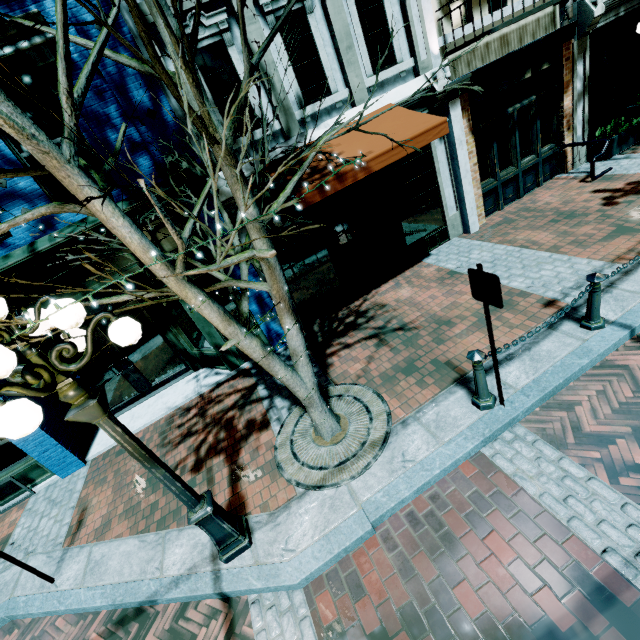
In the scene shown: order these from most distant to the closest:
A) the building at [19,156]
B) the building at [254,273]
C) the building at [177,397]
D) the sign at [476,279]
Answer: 1. the building at [177,397]
2. the building at [254,273]
3. the building at [19,156]
4. the sign at [476,279]

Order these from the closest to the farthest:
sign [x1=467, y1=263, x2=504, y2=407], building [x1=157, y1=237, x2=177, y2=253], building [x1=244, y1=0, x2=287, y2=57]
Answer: sign [x1=467, y1=263, x2=504, y2=407] → building [x1=244, y1=0, x2=287, y2=57] → building [x1=157, y1=237, x2=177, y2=253]

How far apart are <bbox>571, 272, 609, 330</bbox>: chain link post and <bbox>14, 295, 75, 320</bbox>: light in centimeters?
522cm

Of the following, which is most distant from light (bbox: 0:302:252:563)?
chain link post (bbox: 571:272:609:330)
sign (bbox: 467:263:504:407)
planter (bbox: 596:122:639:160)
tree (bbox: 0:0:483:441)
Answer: planter (bbox: 596:122:639:160)

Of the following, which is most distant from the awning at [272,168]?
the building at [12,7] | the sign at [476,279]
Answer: the sign at [476,279]

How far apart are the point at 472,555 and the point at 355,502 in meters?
1.3

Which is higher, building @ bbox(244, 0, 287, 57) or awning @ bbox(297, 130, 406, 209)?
building @ bbox(244, 0, 287, 57)

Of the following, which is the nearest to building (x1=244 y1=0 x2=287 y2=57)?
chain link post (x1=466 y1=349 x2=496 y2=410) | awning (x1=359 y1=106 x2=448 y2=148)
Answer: awning (x1=359 y1=106 x2=448 y2=148)
